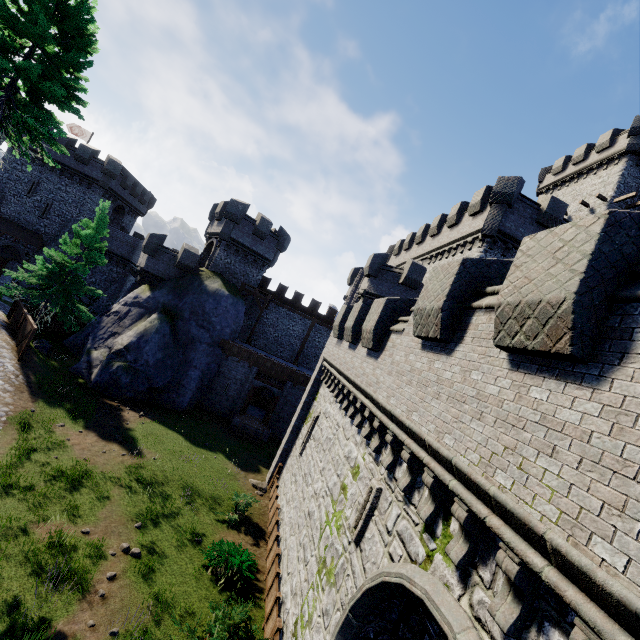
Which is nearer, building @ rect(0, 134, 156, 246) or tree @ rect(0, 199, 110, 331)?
tree @ rect(0, 199, 110, 331)

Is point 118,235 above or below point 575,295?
below

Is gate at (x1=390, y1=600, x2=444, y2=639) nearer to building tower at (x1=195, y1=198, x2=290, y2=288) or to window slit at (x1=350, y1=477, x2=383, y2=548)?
window slit at (x1=350, y1=477, x2=383, y2=548)

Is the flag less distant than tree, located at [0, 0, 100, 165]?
No

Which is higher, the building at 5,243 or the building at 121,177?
the building at 121,177

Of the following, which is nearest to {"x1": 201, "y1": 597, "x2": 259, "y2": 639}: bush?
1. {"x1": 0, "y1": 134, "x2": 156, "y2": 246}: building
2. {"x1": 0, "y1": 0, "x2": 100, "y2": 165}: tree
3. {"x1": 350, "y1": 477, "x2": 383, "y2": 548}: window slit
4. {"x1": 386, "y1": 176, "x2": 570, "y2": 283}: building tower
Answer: {"x1": 350, "y1": 477, "x2": 383, "y2": 548}: window slit

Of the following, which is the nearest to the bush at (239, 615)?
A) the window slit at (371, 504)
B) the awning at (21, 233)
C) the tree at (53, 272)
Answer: the window slit at (371, 504)

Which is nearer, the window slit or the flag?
the window slit
